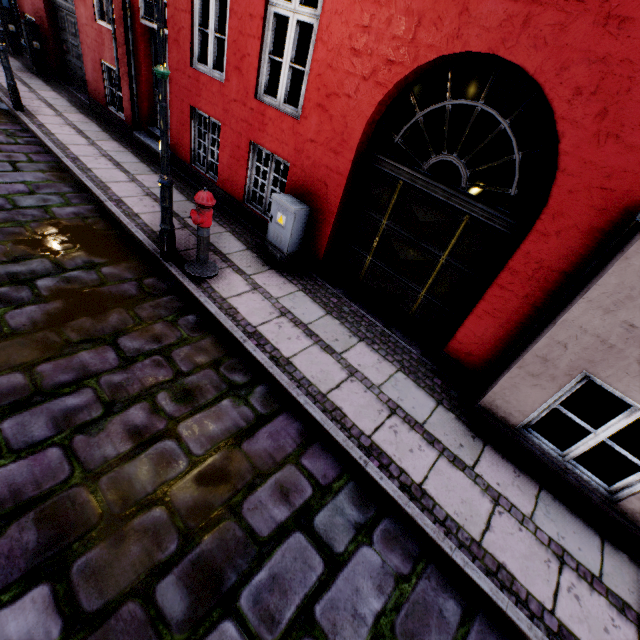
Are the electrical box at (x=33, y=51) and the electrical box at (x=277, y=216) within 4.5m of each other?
no

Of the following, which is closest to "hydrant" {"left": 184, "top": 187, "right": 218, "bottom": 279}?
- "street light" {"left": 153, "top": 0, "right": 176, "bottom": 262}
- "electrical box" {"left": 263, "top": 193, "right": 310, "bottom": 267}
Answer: "street light" {"left": 153, "top": 0, "right": 176, "bottom": 262}

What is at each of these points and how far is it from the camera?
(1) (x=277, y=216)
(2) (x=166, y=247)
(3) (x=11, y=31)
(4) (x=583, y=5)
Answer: (1) electrical box, 5.2m
(2) street light, 4.6m
(3) electrical box, 11.0m
(4) building, 2.7m

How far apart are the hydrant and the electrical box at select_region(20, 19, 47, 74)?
11.45m

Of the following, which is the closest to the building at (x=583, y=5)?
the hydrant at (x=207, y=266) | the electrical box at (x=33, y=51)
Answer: the electrical box at (x=33, y=51)

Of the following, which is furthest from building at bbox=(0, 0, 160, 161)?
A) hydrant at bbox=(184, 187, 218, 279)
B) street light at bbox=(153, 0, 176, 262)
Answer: hydrant at bbox=(184, 187, 218, 279)

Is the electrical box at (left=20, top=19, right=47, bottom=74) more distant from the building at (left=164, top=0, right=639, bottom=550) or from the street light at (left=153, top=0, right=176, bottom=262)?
the street light at (left=153, top=0, right=176, bottom=262)

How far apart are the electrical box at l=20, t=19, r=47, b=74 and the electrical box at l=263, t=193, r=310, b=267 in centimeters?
1155cm
